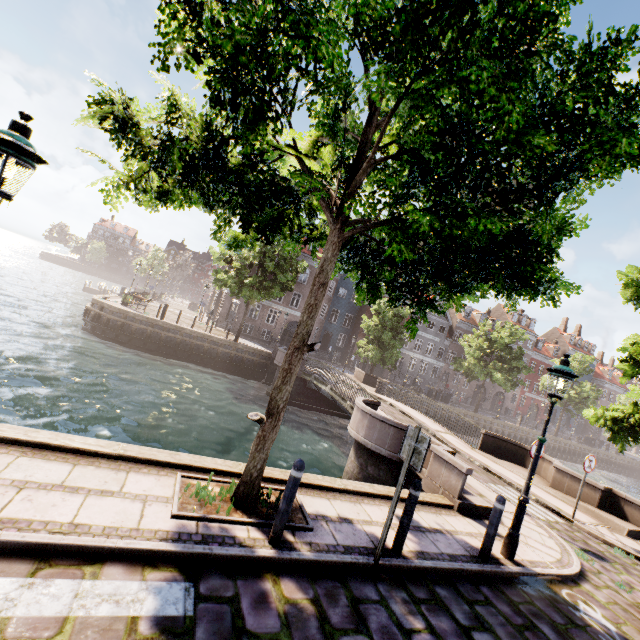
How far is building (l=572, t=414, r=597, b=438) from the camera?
55.4m

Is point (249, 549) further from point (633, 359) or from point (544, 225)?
point (633, 359)

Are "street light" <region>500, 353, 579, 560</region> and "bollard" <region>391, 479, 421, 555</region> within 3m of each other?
yes

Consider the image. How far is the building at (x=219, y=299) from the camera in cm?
3494

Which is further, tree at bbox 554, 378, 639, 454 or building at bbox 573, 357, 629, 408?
building at bbox 573, 357, 629, 408

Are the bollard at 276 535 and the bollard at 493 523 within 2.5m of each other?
no

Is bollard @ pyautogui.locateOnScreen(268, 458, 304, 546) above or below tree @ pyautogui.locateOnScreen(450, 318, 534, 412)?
below

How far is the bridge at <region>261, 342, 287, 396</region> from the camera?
22.05m
